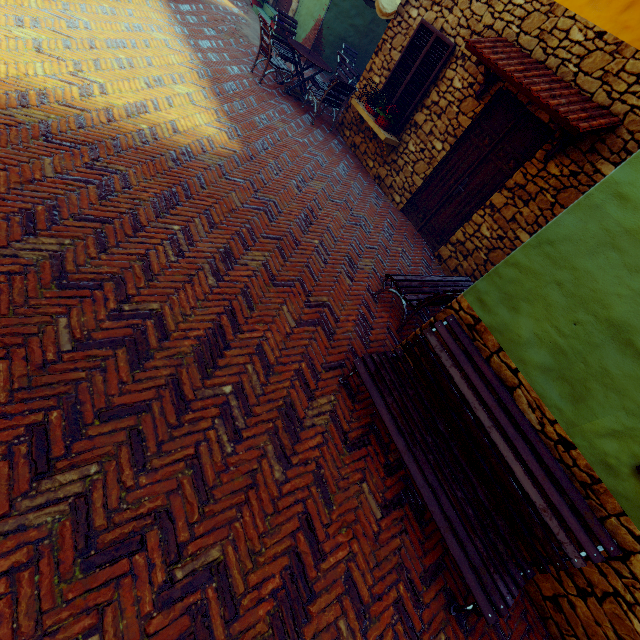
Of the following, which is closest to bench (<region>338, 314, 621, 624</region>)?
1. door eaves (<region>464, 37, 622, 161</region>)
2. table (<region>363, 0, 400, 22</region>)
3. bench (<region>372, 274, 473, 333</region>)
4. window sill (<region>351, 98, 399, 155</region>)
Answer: bench (<region>372, 274, 473, 333</region>)

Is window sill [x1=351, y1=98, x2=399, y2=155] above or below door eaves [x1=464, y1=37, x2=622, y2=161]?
below

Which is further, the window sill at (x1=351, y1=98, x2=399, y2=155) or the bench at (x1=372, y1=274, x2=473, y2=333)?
the window sill at (x1=351, y1=98, x2=399, y2=155)

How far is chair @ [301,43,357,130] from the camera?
7.2m

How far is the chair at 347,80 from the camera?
7.17m

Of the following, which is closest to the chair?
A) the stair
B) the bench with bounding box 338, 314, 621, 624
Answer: the stair

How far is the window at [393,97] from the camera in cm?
599

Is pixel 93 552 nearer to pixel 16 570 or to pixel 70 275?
pixel 16 570
